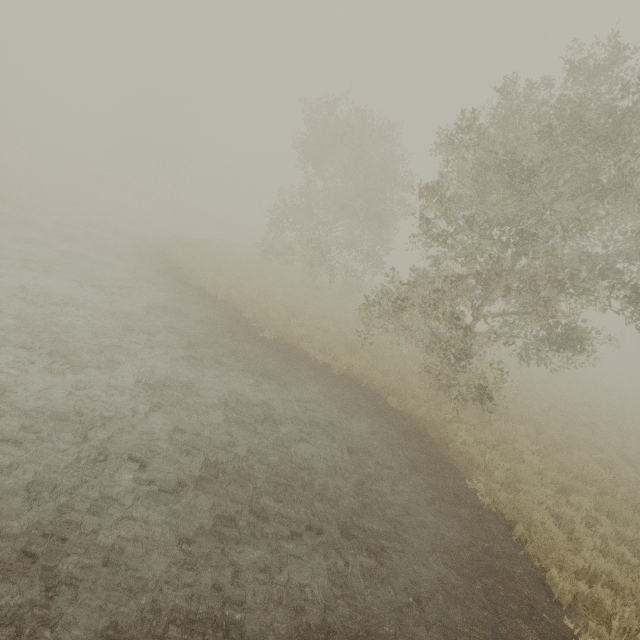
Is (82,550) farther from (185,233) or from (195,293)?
(185,233)
